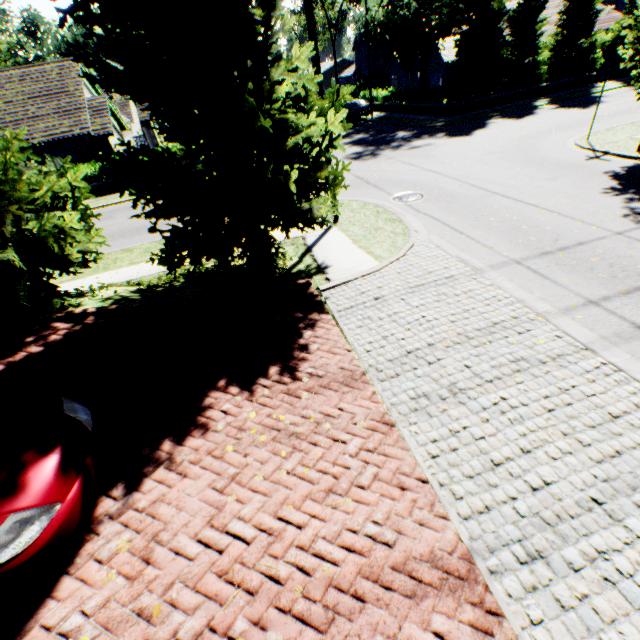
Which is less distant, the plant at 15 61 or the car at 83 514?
the car at 83 514

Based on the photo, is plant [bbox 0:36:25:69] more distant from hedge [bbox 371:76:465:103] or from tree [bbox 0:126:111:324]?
hedge [bbox 371:76:465:103]

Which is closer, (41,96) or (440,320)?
(440,320)

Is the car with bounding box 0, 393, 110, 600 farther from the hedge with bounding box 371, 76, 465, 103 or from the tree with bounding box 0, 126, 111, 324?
the hedge with bounding box 371, 76, 465, 103

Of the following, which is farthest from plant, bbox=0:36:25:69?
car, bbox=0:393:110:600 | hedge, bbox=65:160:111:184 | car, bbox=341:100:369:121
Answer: car, bbox=341:100:369:121

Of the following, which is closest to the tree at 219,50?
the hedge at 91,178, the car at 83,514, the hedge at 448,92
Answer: the hedge at 448,92

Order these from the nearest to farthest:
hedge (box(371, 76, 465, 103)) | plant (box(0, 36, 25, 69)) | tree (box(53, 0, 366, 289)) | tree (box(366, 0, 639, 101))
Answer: tree (box(53, 0, 366, 289)) < tree (box(366, 0, 639, 101)) < hedge (box(371, 76, 465, 103)) < plant (box(0, 36, 25, 69))
